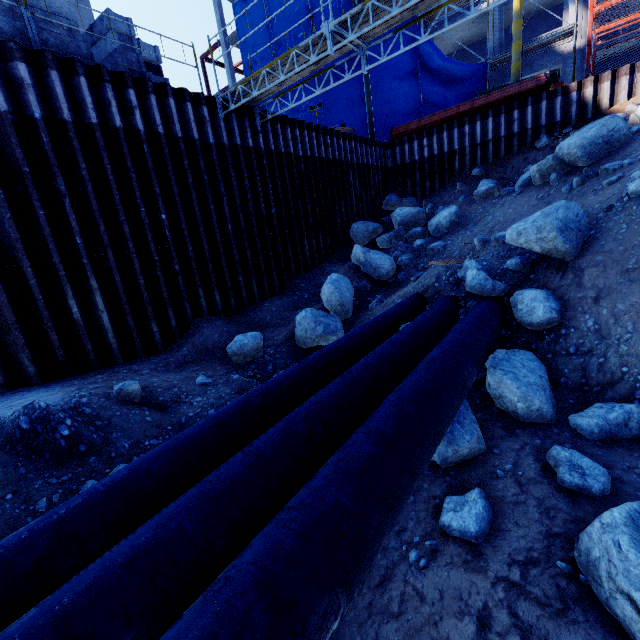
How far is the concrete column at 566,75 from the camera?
17.81m

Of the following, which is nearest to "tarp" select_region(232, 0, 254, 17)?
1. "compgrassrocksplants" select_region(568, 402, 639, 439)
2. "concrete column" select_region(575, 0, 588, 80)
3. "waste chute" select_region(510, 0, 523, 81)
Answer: "waste chute" select_region(510, 0, 523, 81)

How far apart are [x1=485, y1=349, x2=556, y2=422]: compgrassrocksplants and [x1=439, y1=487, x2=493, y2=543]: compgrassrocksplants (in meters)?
1.46

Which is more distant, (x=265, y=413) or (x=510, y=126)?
(x=510, y=126)

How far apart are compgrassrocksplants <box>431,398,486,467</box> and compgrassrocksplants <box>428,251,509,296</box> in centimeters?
291cm

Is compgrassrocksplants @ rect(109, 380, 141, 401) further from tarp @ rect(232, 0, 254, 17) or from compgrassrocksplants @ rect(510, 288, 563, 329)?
tarp @ rect(232, 0, 254, 17)

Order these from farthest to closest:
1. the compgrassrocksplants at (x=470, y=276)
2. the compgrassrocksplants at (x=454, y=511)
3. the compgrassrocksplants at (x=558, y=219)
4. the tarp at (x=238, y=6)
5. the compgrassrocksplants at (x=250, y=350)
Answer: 1. the tarp at (x=238, y=6)
2. the compgrassrocksplants at (x=250, y=350)
3. the compgrassrocksplants at (x=470, y=276)
4. the compgrassrocksplants at (x=558, y=219)
5. the compgrassrocksplants at (x=454, y=511)

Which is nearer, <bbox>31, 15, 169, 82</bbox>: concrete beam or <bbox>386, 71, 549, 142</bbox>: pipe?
<bbox>31, 15, 169, 82</bbox>: concrete beam
